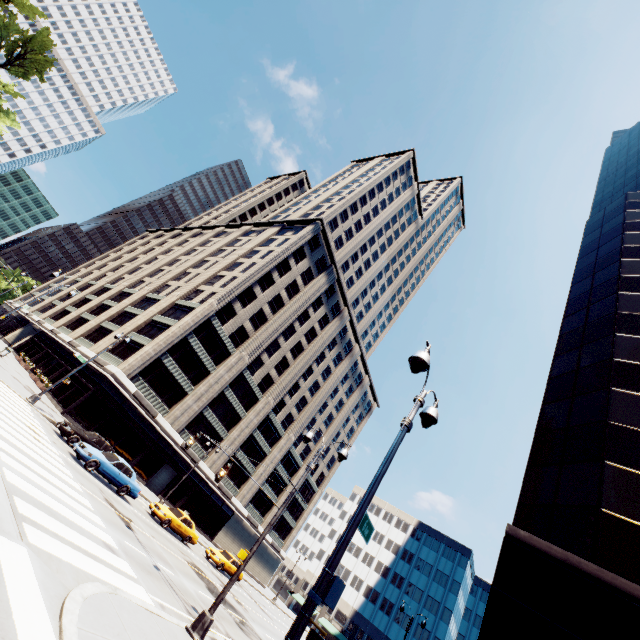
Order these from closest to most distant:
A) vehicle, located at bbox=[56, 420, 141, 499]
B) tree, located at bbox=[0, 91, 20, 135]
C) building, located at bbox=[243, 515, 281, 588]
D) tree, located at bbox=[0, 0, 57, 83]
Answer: vehicle, located at bbox=[56, 420, 141, 499]
tree, located at bbox=[0, 0, 57, 83]
tree, located at bbox=[0, 91, 20, 135]
building, located at bbox=[243, 515, 281, 588]

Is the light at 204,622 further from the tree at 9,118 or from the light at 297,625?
the tree at 9,118

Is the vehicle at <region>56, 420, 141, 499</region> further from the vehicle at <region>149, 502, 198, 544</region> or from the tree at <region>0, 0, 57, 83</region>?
the tree at <region>0, 0, 57, 83</region>

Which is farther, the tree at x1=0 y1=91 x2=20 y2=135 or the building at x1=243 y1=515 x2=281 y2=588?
the building at x1=243 y1=515 x2=281 y2=588

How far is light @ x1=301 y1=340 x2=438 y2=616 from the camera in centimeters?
494cm

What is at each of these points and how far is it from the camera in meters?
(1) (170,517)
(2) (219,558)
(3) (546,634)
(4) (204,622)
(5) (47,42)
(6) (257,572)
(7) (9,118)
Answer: (1) vehicle, 23.7
(2) vehicle, 28.1
(3) building, 9.5
(4) light, 9.7
(5) tree, 38.8
(6) building, 55.8
(7) tree, 54.6

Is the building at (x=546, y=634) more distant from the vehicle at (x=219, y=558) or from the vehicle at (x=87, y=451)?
the vehicle at (x=219, y=558)

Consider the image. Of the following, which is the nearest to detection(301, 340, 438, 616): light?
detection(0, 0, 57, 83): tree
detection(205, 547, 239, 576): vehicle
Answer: detection(205, 547, 239, 576): vehicle
